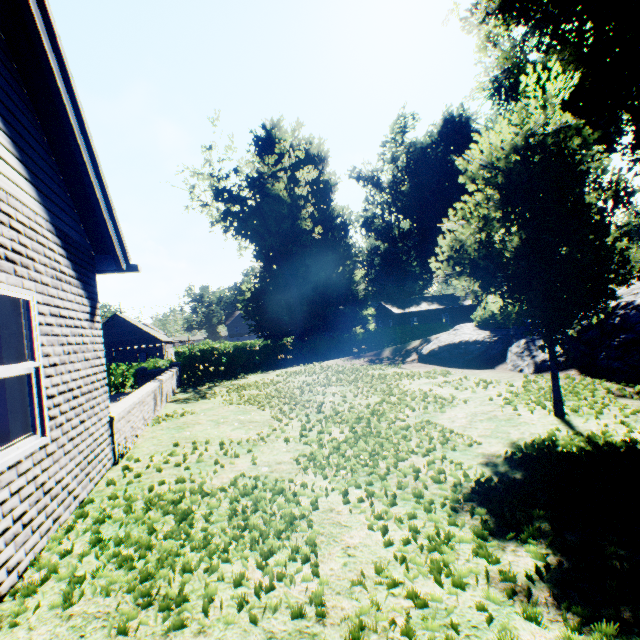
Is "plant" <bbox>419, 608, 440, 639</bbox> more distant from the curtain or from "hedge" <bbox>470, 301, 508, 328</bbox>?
the curtain

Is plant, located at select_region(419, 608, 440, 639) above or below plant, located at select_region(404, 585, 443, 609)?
above

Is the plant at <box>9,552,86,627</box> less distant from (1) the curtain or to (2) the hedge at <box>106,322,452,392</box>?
(2) the hedge at <box>106,322,452,392</box>

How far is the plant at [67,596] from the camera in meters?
2.4

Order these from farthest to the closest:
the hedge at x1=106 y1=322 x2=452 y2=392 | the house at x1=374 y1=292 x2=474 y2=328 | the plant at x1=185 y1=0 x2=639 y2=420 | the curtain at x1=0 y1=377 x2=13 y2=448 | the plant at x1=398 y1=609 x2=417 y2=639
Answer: the house at x1=374 y1=292 x2=474 y2=328
the hedge at x1=106 y1=322 x2=452 y2=392
the plant at x1=185 y1=0 x2=639 y2=420
the curtain at x1=0 y1=377 x2=13 y2=448
the plant at x1=398 y1=609 x2=417 y2=639

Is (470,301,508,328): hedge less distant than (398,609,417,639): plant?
No

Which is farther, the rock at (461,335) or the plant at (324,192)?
the rock at (461,335)

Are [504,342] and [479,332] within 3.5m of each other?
yes
